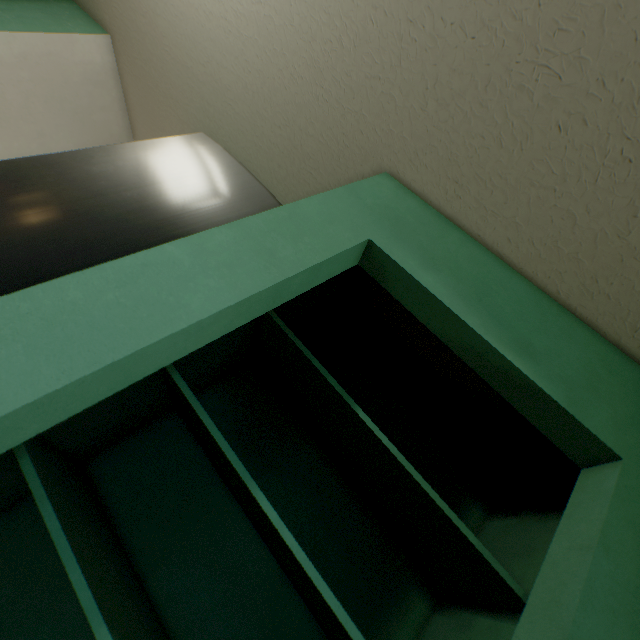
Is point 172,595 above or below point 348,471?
below
